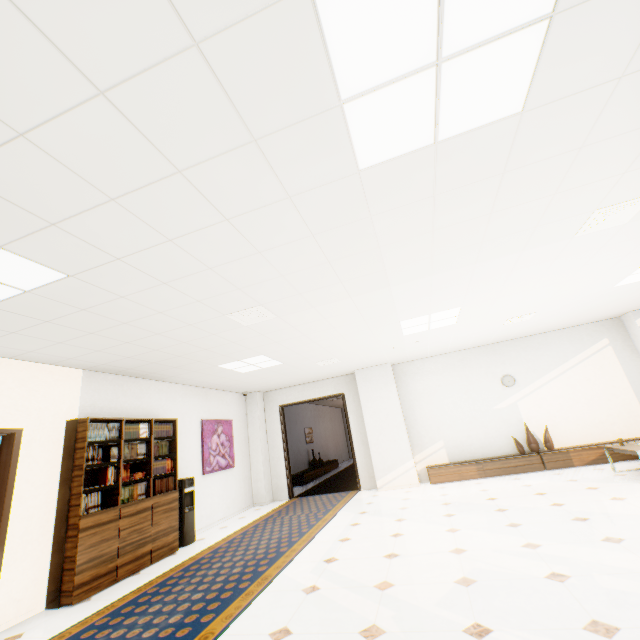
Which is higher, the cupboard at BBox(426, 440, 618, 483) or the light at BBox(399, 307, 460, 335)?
the light at BBox(399, 307, 460, 335)

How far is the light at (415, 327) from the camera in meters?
5.3

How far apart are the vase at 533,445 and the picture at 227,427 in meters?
7.0 m

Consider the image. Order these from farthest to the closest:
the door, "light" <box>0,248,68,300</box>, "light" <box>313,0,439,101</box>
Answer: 1. the door
2. "light" <box>0,248,68,300</box>
3. "light" <box>313,0,439,101</box>

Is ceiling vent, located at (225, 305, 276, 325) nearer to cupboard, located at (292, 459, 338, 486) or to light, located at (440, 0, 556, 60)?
light, located at (440, 0, 556, 60)

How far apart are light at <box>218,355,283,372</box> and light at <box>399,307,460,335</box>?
2.5m

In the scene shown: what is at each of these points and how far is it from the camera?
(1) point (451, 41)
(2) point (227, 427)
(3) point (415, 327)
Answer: (1) light, 1.47m
(2) picture, 8.27m
(3) light, 5.79m

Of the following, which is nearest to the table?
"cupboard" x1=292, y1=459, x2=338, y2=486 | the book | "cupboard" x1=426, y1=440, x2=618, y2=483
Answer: "cupboard" x1=426, y1=440, x2=618, y2=483
